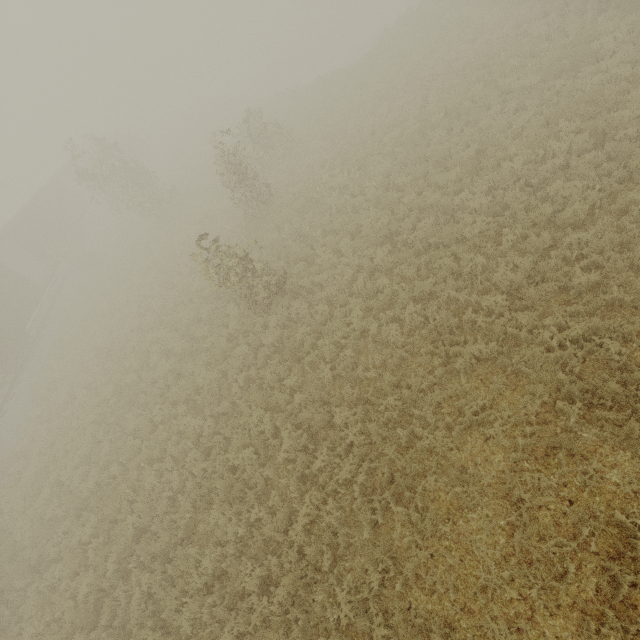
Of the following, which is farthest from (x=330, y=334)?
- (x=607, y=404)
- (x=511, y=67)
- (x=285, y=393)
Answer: (x=511, y=67)
